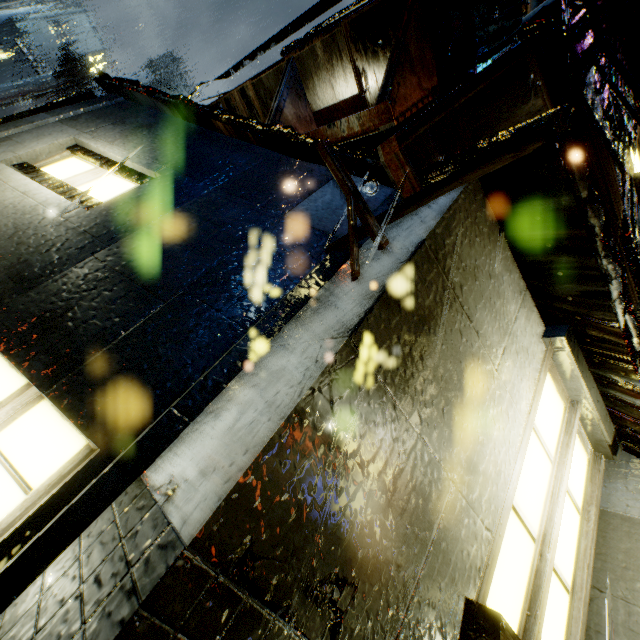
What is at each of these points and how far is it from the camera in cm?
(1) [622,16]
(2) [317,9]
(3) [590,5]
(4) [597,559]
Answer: (1) building, 514
(2) building, 373
(3) power line, 251
(4) building, 258

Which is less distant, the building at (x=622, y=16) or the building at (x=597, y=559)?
the building at (x=597, y=559)

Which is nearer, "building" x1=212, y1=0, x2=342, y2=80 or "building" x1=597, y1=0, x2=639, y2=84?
"building" x1=212, y1=0, x2=342, y2=80

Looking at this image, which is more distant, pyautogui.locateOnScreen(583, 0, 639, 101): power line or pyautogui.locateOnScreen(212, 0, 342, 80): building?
pyautogui.locateOnScreen(212, 0, 342, 80): building

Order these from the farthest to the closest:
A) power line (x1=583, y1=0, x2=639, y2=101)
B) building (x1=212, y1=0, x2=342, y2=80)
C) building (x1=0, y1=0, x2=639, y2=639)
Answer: building (x1=212, y1=0, x2=342, y2=80)
power line (x1=583, y1=0, x2=639, y2=101)
building (x1=0, y1=0, x2=639, y2=639)

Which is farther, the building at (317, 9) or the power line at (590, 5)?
the building at (317, 9)
